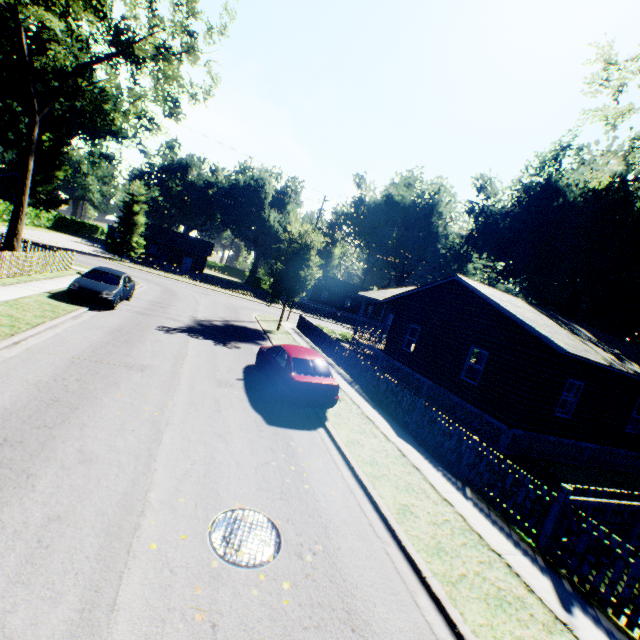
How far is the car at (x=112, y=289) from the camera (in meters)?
14.24

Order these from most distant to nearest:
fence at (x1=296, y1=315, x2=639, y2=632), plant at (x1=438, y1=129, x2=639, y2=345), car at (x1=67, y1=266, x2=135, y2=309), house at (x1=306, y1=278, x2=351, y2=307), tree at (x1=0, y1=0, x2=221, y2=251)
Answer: house at (x1=306, y1=278, x2=351, y2=307) → plant at (x1=438, y1=129, x2=639, y2=345) → tree at (x1=0, y1=0, x2=221, y2=251) → car at (x1=67, y1=266, x2=135, y2=309) → fence at (x1=296, y1=315, x2=639, y2=632)

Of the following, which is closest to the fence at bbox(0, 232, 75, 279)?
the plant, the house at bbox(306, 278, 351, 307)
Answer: the plant

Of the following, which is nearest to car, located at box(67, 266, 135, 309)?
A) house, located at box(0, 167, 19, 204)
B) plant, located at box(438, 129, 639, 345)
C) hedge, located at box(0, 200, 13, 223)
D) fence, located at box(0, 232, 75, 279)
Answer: fence, located at box(0, 232, 75, 279)

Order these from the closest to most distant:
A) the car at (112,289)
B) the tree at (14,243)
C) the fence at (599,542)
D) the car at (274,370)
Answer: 1. the fence at (599,542)
2. the car at (274,370)
3. the car at (112,289)
4. the tree at (14,243)

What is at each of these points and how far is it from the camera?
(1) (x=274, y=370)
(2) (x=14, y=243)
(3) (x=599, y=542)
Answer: (1) car, 11.1 meters
(2) tree, 18.6 meters
(3) fence, 6.1 meters

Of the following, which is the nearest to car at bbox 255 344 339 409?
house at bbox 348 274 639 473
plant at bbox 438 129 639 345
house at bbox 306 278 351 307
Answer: house at bbox 348 274 639 473

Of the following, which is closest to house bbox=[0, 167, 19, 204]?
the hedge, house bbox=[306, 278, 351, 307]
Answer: the hedge
